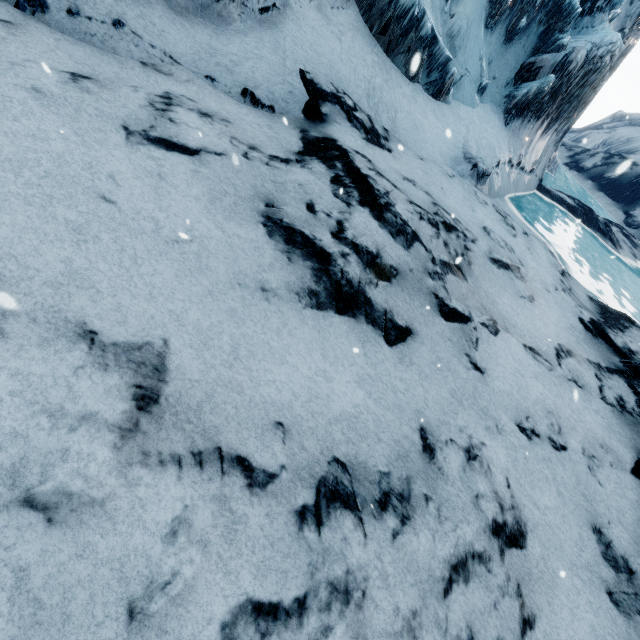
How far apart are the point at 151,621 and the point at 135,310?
2.35m
